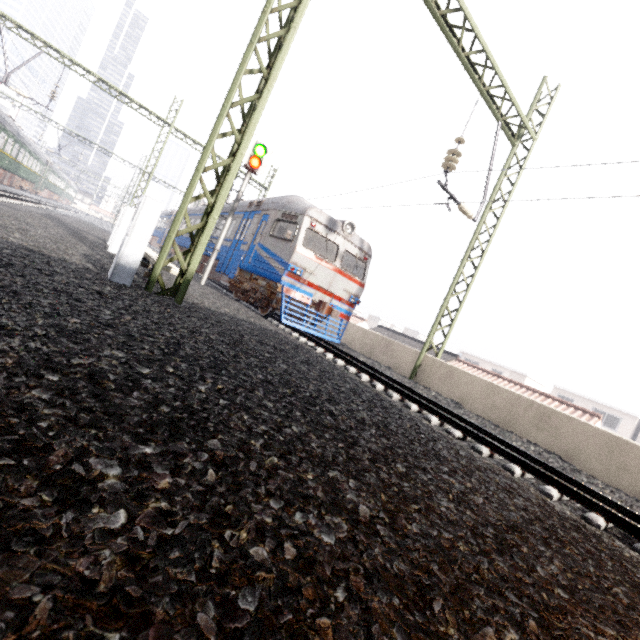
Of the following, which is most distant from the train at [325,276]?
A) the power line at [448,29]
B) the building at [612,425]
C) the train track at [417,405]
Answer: the building at [612,425]

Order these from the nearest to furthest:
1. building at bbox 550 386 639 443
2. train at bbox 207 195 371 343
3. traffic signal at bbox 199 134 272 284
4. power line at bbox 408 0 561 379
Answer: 1. power line at bbox 408 0 561 379
2. train at bbox 207 195 371 343
3. traffic signal at bbox 199 134 272 284
4. building at bbox 550 386 639 443

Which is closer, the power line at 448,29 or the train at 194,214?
the power line at 448,29

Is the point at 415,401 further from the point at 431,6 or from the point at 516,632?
the point at 431,6

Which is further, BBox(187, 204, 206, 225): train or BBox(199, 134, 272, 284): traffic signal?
BBox(187, 204, 206, 225): train

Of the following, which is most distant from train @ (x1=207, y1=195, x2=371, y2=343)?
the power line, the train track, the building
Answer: the building

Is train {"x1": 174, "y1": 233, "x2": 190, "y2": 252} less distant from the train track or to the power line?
the train track

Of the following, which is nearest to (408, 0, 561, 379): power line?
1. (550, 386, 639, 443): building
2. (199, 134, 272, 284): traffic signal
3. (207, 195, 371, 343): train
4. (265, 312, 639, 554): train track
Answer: (265, 312, 639, 554): train track
